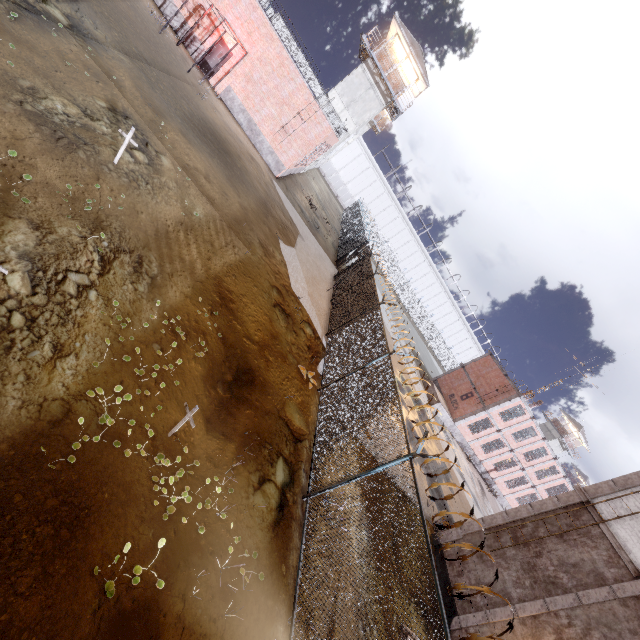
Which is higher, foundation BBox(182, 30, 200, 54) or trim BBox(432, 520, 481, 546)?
trim BBox(432, 520, 481, 546)

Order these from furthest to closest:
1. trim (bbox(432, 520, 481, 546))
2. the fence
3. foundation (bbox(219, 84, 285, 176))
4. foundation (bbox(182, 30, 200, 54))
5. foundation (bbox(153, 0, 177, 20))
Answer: foundation (bbox(219, 84, 285, 176)), foundation (bbox(182, 30, 200, 54)), foundation (bbox(153, 0, 177, 20)), trim (bbox(432, 520, 481, 546)), the fence

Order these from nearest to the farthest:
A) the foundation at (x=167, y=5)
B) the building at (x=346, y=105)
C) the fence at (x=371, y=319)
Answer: the fence at (x=371, y=319) → the foundation at (x=167, y=5) → the building at (x=346, y=105)

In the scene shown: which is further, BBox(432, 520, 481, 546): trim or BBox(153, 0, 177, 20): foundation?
BBox(153, 0, 177, 20): foundation

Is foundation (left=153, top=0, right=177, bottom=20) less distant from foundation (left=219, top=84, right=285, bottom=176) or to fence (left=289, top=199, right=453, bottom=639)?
foundation (left=219, top=84, right=285, bottom=176)

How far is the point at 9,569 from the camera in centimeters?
307cm

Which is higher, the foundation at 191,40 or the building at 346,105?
the building at 346,105

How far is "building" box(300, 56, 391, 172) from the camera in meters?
29.7 m
